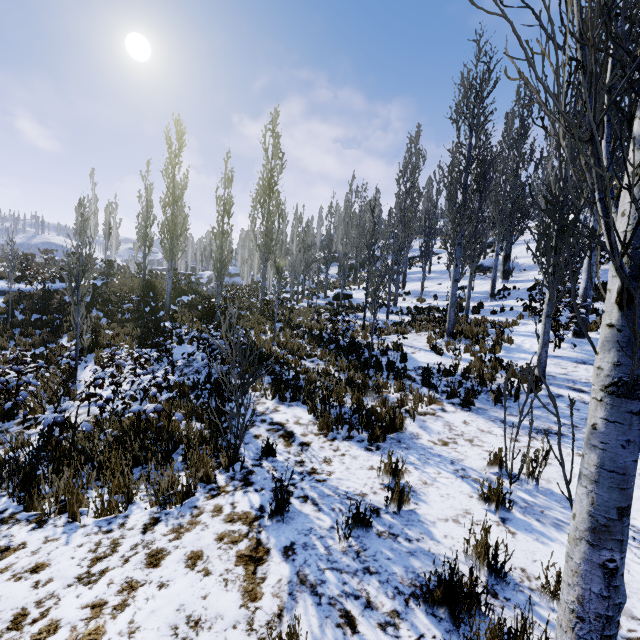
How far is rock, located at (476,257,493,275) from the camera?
24.8m

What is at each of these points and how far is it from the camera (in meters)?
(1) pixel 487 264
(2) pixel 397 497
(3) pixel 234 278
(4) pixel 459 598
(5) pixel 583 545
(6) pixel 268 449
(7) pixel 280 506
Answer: (1) rock, 25.23
(2) instancedfoliageactor, 3.63
(3) rock, 52.16
(4) instancedfoliageactor, 2.32
(5) instancedfoliageactor, 1.74
(6) instancedfoliageactor, 5.13
(7) instancedfoliageactor, 3.47

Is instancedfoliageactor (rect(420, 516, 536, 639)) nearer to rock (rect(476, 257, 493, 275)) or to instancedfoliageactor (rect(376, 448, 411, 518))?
instancedfoliageactor (rect(376, 448, 411, 518))

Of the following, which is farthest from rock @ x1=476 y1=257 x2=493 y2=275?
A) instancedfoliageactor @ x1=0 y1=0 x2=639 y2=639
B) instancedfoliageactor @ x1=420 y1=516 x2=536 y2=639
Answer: instancedfoliageactor @ x1=420 y1=516 x2=536 y2=639

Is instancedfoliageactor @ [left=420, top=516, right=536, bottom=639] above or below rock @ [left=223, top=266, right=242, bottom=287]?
below

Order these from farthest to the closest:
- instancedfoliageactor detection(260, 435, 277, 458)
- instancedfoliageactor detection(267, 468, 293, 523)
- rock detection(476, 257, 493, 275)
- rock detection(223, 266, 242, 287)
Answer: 1. rock detection(223, 266, 242, 287)
2. rock detection(476, 257, 493, 275)
3. instancedfoliageactor detection(260, 435, 277, 458)
4. instancedfoliageactor detection(267, 468, 293, 523)

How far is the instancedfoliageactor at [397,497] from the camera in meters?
3.6 m

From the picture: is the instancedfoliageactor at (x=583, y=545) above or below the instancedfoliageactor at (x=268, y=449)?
above
